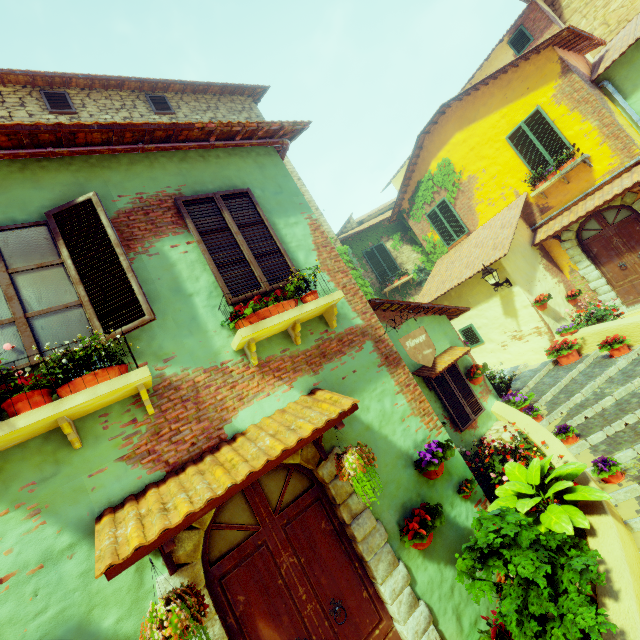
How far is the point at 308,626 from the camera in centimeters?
319cm

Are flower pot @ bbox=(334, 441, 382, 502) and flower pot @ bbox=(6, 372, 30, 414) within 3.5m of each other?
yes

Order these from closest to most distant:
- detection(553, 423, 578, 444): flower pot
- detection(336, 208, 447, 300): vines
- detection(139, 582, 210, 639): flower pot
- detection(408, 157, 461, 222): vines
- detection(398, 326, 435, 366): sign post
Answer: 1. detection(139, 582, 210, 639): flower pot
2. detection(398, 326, 435, 366): sign post
3. detection(553, 423, 578, 444): flower pot
4. detection(336, 208, 447, 300): vines
5. detection(408, 157, 461, 222): vines

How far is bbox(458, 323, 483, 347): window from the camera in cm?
1030

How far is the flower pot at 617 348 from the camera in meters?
7.1 m

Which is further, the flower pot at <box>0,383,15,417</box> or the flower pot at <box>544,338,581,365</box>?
the flower pot at <box>544,338,581,365</box>

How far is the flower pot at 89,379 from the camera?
2.8m

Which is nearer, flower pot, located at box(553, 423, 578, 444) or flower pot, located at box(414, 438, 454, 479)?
flower pot, located at box(414, 438, 454, 479)
